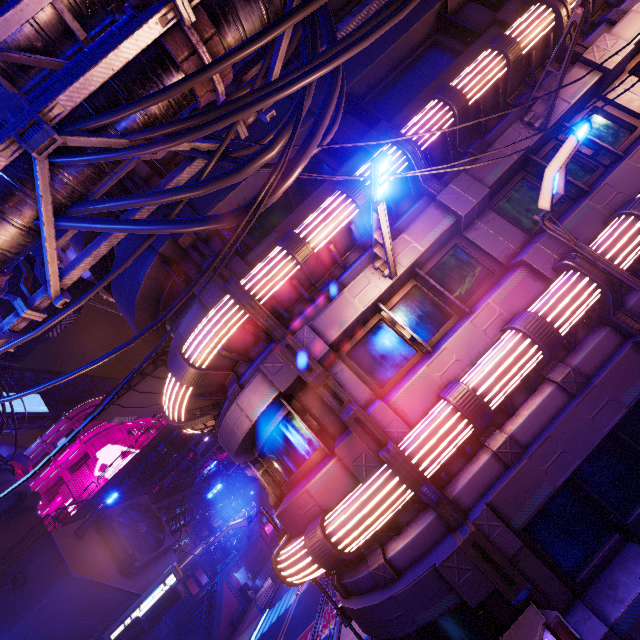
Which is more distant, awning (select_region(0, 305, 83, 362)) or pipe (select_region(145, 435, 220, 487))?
pipe (select_region(145, 435, 220, 487))

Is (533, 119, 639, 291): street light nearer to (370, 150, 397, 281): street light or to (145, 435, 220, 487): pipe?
(370, 150, 397, 281): street light

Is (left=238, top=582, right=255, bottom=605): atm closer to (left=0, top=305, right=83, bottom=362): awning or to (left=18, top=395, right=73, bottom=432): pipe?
(left=0, top=305, right=83, bottom=362): awning

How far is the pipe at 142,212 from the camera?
5.8m

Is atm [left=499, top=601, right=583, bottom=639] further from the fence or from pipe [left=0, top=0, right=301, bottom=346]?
the fence

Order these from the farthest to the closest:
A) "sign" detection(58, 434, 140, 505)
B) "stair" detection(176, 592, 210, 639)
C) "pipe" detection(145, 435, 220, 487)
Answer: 1. "sign" detection(58, 434, 140, 505)
2. "pipe" detection(145, 435, 220, 487)
3. "stair" detection(176, 592, 210, 639)

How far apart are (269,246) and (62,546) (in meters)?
22.37

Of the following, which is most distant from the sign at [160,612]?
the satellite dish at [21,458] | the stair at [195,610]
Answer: the satellite dish at [21,458]
